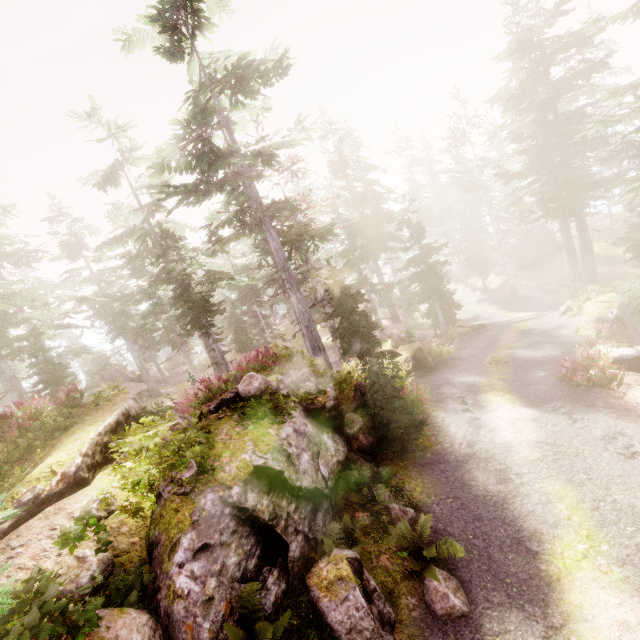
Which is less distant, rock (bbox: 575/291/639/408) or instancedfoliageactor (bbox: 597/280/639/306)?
rock (bbox: 575/291/639/408)

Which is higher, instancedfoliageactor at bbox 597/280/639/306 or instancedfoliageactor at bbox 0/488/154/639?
instancedfoliageactor at bbox 0/488/154/639

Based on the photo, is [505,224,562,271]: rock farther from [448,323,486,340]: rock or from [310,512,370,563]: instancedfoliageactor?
[448,323,486,340]: rock

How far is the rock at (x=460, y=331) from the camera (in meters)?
26.38

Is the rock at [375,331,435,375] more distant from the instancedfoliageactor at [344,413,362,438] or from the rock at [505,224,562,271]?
the rock at [505,224,562,271]

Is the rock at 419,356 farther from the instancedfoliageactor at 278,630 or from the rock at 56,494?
the rock at 56,494

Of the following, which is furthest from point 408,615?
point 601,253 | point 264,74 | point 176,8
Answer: point 601,253

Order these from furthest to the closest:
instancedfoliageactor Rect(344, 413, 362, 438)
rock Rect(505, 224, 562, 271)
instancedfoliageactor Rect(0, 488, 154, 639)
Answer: rock Rect(505, 224, 562, 271), instancedfoliageactor Rect(344, 413, 362, 438), instancedfoliageactor Rect(0, 488, 154, 639)
